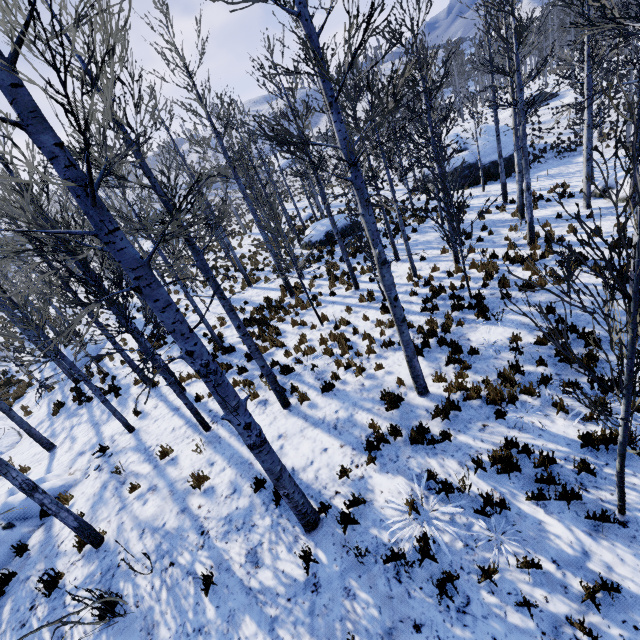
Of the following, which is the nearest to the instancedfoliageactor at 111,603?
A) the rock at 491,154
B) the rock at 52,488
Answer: the rock at 52,488

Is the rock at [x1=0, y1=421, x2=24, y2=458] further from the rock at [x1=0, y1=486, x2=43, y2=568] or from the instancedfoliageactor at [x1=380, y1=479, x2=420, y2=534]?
the rock at [x1=0, y1=486, x2=43, y2=568]

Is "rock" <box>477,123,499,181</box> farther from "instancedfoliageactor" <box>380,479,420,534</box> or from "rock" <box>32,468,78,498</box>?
"rock" <box>32,468,78,498</box>

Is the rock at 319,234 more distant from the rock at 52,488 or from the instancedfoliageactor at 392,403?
the rock at 52,488

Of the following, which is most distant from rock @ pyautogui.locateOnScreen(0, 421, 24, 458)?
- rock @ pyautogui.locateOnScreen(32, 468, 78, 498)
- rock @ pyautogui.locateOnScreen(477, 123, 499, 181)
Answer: rock @ pyautogui.locateOnScreen(477, 123, 499, 181)

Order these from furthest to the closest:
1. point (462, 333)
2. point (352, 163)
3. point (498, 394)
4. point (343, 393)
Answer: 1. point (462, 333)
2. point (343, 393)
3. point (498, 394)
4. point (352, 163)

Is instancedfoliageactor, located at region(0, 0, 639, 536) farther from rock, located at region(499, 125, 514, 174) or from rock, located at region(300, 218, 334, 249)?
rock, located at region(499, 125, 514, 174)

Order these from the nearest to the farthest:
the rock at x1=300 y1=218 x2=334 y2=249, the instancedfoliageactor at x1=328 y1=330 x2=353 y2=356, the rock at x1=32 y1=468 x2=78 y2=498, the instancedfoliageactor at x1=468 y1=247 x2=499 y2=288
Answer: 1. the rock at x1=32 y1=468 x2=78 y2=498
2. the instancedfoliageactor at x1=328 y1=330 x2=353 y2=356
3. the instancedfoliageactor at x1=468 y1=247 x2=499 y2=288
4. the rock at x1=300 y1=218 x2=334 y2=249
